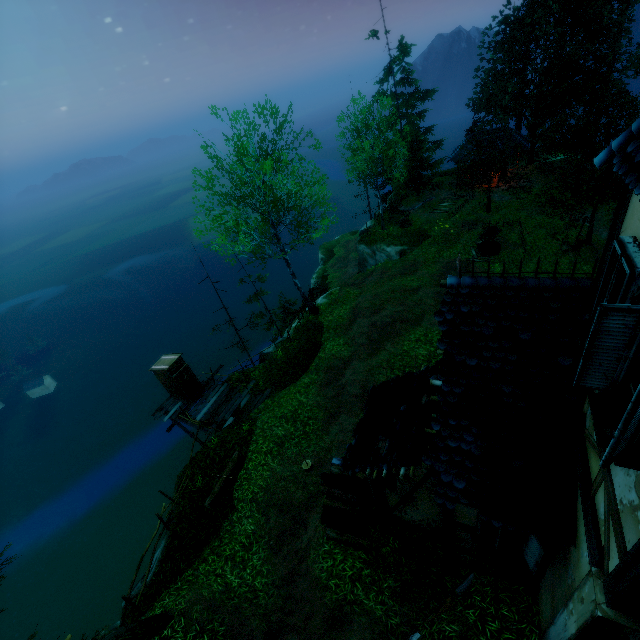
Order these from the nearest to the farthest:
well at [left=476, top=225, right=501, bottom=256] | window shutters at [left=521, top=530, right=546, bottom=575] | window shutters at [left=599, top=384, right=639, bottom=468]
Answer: window shutters at [left=599, top=384, right=639, bottom=468] → window shutters at [left=521, top=530, right=546, bottom=575] → well at [left=476, top=225, right=501, bottom=256]

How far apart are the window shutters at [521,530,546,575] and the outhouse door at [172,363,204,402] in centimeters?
1527cm

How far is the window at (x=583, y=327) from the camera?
4.2m

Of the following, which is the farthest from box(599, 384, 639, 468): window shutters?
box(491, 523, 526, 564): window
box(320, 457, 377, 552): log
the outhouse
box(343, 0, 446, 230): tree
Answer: the outhouse

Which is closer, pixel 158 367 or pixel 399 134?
Answer: pixel 158 367

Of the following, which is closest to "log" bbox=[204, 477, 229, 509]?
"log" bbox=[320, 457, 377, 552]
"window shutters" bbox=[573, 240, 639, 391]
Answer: "log" bbox=[320, 457, 377, 552]

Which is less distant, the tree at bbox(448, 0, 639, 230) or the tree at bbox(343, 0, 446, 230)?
the tree at bbox(448, 0, 639, 230)

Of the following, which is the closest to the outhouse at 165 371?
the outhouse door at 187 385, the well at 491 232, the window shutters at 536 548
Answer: the outhouse door at 187 385
